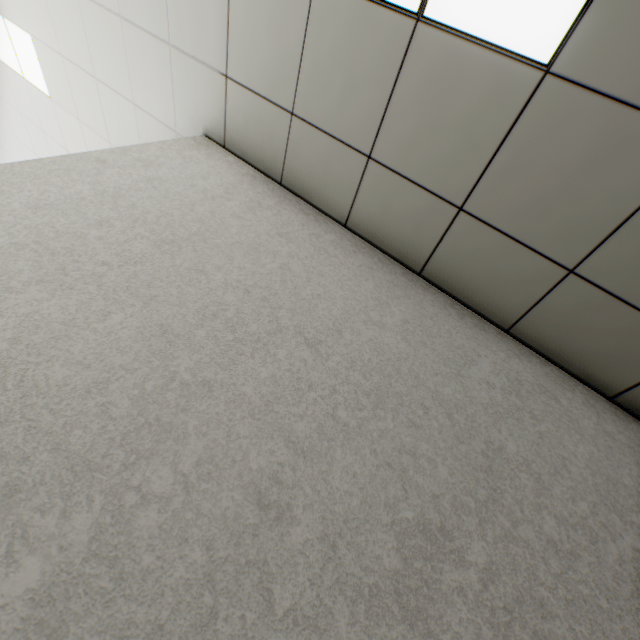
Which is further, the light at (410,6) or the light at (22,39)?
the light at (22,39)

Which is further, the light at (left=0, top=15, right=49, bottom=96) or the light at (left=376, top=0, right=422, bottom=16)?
the light at (left=0, top=15, right=49, bottom=96)

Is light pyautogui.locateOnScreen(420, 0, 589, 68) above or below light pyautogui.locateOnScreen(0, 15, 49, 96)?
above

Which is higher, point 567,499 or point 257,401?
point 567,499
